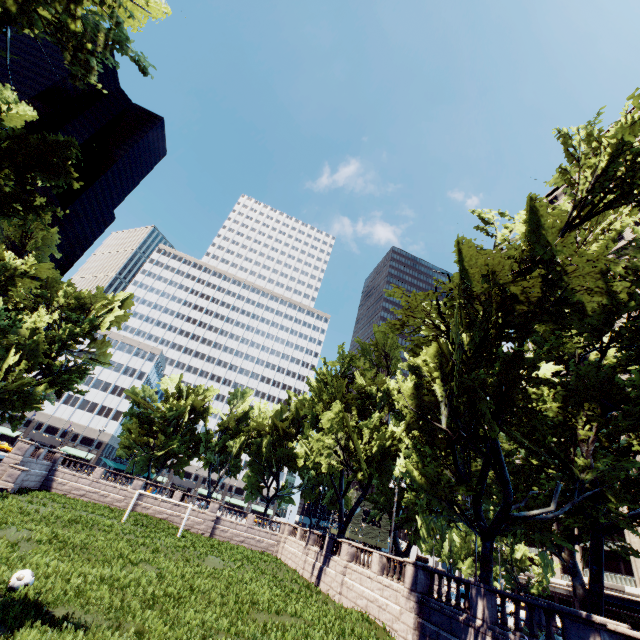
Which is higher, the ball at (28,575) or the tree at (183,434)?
the tree at (183,434)

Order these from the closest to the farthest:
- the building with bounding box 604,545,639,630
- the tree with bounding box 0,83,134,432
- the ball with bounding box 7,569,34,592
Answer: the ball with bounding box 7,569,34,592, the tree with bounding box 0,83,134,432, the building with bounding box 604,545,639,630

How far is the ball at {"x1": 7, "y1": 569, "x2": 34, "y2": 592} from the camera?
10.8 meters

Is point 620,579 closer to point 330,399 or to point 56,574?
point 330,399

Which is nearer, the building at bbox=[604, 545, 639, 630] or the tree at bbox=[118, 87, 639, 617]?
the tree at bbox=[118, 87, 639, 617]

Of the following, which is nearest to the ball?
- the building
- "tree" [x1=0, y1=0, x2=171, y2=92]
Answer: "tree" [x1=0, y1=0, x2=171, y2=92]

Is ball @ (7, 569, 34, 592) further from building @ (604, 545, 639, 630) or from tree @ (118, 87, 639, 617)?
building @ (604, 545, 639, 630)

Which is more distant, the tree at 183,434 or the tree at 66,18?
the tree at 183,434
